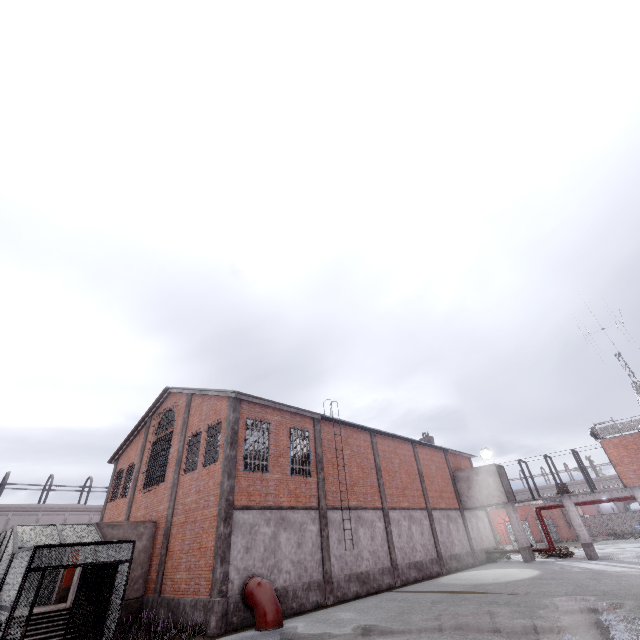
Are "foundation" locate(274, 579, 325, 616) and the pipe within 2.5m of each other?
yes

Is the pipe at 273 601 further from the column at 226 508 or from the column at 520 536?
the column at 520 536

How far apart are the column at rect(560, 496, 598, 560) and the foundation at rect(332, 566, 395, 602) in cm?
1510

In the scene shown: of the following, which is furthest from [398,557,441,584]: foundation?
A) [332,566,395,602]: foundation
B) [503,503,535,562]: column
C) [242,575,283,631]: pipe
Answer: [242,575,283,631]: pipe

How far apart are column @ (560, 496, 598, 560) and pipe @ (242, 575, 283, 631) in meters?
23.7

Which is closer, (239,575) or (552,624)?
(552,624)

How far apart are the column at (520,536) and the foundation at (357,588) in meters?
13.4

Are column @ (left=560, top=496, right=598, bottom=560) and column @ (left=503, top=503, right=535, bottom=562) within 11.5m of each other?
yes
